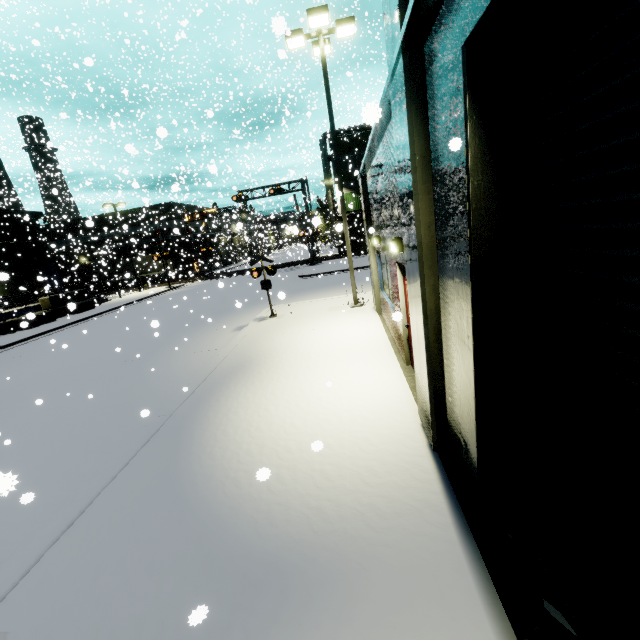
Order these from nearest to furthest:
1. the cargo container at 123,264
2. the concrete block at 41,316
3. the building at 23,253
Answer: the concrete block at 41,316 < the building at 23,253 < the cargo container at 123,264

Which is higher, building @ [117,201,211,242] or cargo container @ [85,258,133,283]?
building @ [117,201,211,242]

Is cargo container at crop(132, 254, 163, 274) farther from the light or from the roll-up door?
the roll-up door

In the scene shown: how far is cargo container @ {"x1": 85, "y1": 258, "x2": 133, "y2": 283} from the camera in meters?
36.6 m

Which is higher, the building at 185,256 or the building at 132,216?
the building at 132,216

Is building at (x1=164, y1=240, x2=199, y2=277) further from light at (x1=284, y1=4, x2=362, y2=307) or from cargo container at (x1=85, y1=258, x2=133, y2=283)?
light at (x1=284, y1=4, x2=362, y2=307)

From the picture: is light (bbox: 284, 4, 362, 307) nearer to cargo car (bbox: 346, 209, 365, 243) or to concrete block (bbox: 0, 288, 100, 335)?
cargo car (bbox: 346, 209, 365, 243)

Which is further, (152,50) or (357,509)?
(152,50)
